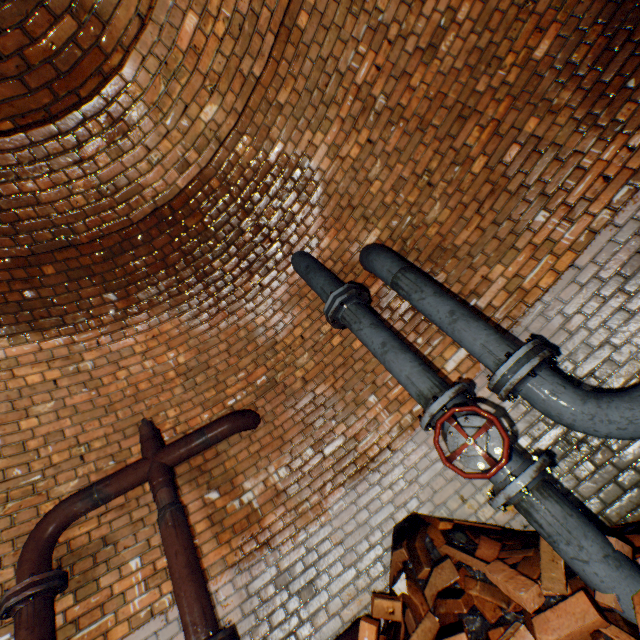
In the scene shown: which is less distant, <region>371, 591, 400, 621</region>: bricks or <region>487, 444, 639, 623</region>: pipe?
<region>487, 444, 639, 623</region>: pipe

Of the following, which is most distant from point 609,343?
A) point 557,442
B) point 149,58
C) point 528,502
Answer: point 149,58

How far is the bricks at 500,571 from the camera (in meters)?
1.75

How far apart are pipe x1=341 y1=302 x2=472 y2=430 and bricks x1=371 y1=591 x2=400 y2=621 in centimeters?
90cm

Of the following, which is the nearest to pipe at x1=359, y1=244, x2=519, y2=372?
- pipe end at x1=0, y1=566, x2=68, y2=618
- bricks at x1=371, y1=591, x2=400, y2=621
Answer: bricks at x1=371, y1=591, x2=400, y2=621

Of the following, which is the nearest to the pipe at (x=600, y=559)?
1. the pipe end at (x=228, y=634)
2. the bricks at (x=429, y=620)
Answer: the bricks at (x=429, y=620)

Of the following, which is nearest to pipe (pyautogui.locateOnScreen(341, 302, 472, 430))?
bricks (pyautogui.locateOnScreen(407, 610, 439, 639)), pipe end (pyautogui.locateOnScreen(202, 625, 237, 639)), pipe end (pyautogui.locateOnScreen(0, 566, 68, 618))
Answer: bricks (pyautogui.locateOnScreen(407, 610, 439, 639))

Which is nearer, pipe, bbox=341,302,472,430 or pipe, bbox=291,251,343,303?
pipe, bbox=341,302,472,430
